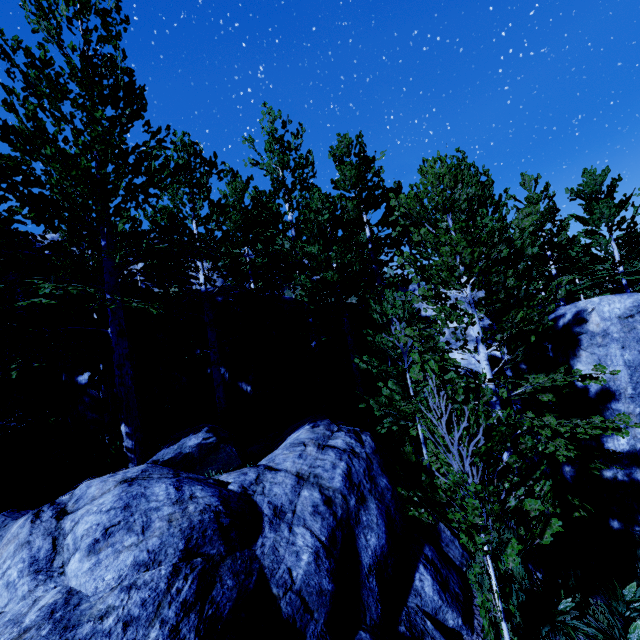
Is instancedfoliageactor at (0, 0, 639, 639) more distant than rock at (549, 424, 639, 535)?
No

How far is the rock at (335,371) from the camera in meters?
13.3

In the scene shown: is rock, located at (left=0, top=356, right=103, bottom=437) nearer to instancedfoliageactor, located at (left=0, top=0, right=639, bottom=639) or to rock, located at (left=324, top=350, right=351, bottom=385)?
rock, located at (left=324, top=350, right=351, bottom=385)

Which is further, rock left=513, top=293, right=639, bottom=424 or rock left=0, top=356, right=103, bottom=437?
rock left=0, top=356, right=103, bottom=437

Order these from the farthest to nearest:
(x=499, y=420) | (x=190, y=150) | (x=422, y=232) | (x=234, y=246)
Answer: (x=234, y=246) → (x=190, y=150) → (x=422, y=232) → (x=499, y=420)

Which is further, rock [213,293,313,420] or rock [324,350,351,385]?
rock [324,350,351,385]

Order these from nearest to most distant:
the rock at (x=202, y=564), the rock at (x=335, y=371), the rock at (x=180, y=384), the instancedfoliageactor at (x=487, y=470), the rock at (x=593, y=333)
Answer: the rock at (x=202, y=564)
the instancedfoliageactor at (x=487, y=470)
the rock at (x=593, y=333)
the rock at (x=180, y=384)
the rock at (x=335, y=371)

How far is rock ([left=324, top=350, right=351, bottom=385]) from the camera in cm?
1334
